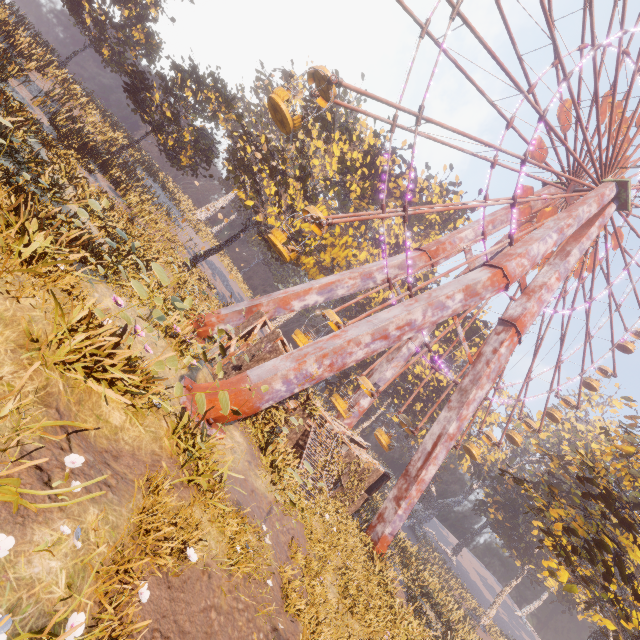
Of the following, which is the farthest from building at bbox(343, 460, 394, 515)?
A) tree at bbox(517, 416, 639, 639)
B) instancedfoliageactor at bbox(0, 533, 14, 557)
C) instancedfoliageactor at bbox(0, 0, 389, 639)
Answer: instancedfoliageactor at bbox(0, 533, 14, 557)

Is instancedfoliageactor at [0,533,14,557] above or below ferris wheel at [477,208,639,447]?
below

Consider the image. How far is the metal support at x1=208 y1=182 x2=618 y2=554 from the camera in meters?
12.8

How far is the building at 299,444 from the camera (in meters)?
16.36

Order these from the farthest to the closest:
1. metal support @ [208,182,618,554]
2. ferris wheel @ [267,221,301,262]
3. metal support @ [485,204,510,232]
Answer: metal support @ [485,204,510,232], ferris wheel @ [267,221,301,262], metal support @ [208,182,618,554]

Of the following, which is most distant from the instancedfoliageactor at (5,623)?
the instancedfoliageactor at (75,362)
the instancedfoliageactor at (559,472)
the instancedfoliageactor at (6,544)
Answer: the instancedfoliageactor at (559,472)

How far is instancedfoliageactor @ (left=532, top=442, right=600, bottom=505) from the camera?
27.6m

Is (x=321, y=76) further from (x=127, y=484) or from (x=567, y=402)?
(x=567, y=402)
